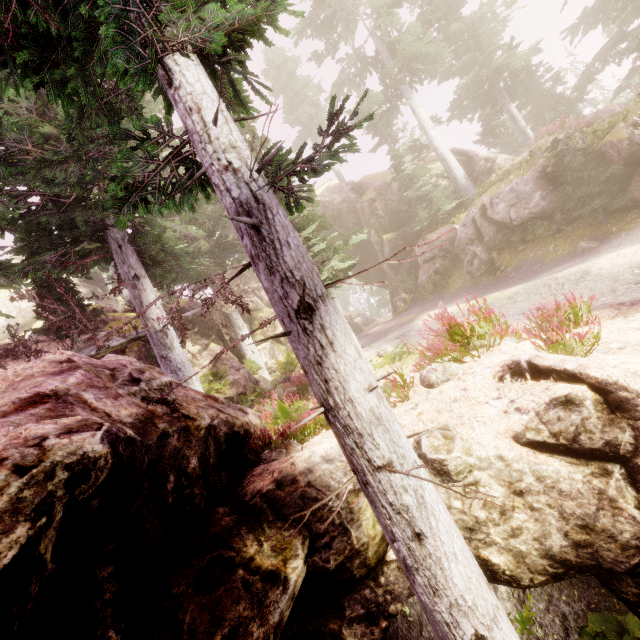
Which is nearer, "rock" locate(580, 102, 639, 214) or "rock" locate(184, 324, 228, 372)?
"rock" locate(580, 102, 639, 214)

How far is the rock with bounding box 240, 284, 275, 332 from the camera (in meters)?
22.31

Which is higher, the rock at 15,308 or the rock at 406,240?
the rock at 15,308

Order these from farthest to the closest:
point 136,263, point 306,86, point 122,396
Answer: point 306,86 → point 136,263 → point 122,396

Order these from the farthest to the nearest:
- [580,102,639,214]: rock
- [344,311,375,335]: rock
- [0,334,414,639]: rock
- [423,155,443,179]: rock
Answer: [344,311,375,335]: rock → [423,155,443,179]: rock → [580,102,639,214]: rock → [0,334,414,639]: rock

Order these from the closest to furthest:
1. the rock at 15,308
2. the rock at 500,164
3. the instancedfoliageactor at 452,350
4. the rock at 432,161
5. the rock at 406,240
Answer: the instancedfoliageactor at 452,350 → the rock at 406,240 → the rock at 15,308 → the rock at 500,164 → the rock at 432,161

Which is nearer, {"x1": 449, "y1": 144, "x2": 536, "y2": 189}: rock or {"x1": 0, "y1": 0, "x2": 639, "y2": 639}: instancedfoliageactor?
{"x1": 0, "y1": 0, "x2": 639, "y2": 639}: instancedfoliageactor
